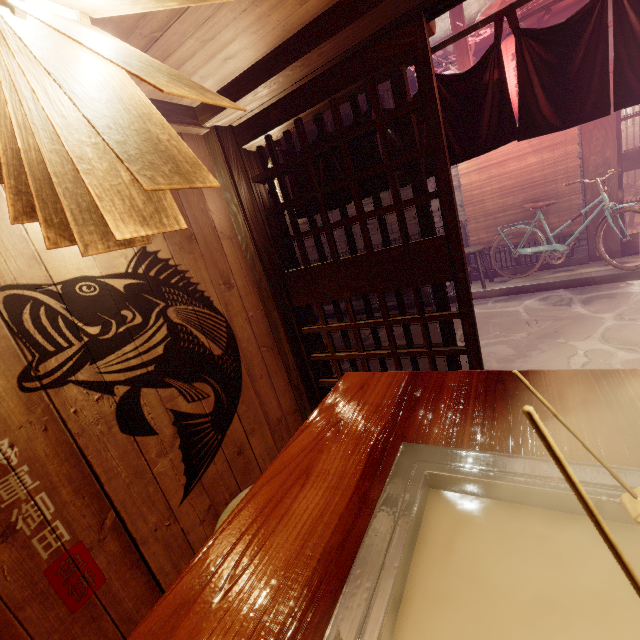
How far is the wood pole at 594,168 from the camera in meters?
9.1 m

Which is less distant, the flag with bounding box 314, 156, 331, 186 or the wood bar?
the wood bar

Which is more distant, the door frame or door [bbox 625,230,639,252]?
door [bbox 625,230,639,252]

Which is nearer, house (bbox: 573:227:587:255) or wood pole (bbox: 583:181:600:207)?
wood pole (bbox: 583:181:600:207)

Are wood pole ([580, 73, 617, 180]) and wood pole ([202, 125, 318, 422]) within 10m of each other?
no

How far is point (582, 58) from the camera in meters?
3.0

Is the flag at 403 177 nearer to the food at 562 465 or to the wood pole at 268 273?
the wood pole at 268 273

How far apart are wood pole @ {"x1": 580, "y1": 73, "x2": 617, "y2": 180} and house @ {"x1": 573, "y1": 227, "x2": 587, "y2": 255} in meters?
0.0
